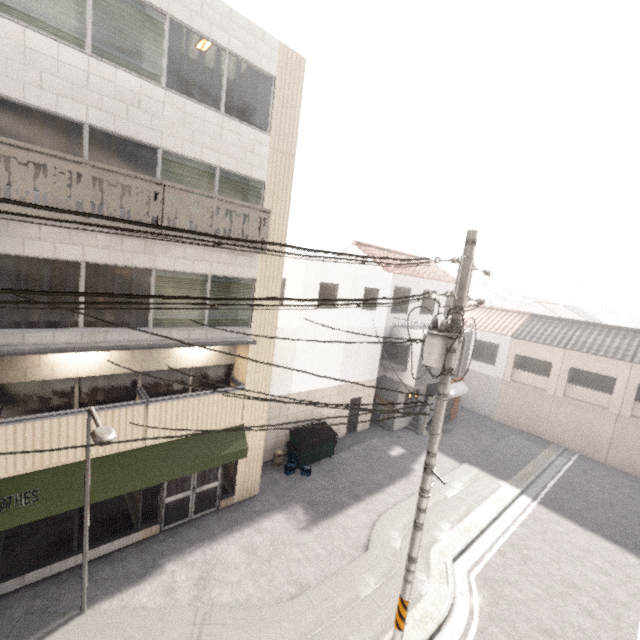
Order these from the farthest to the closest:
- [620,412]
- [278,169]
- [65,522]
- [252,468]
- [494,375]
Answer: [494,375] < [620,412] < [252,468] < [278,169] < [65,522]

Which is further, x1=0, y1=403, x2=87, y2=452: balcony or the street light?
x1=0, y1=403, x2=87, y2=452: balcony

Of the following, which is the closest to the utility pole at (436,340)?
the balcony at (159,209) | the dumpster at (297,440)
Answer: the balcony at (159,209)

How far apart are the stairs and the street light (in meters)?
15.93

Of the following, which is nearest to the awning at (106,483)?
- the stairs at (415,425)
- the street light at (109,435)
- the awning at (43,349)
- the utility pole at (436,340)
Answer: the street light at (109,435)

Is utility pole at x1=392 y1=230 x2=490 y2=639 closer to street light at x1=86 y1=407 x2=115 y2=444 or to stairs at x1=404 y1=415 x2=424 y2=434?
street light at x1=86 y1=407 x2=115 y2=444

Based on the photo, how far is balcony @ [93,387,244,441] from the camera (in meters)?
8.47

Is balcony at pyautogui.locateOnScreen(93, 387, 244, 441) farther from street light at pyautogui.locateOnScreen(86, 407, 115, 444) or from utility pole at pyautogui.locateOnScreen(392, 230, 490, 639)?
utility pole at pyautogui.locateOnScreen(392, 230, 490, 639)
